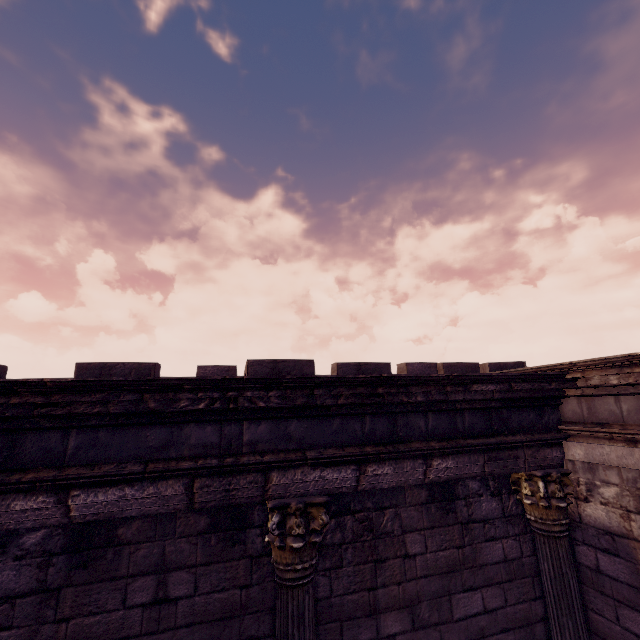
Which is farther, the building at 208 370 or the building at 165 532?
the building at 208 370

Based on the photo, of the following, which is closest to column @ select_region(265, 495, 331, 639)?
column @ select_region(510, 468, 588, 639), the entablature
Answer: the entablature

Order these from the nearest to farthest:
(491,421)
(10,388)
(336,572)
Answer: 1. (10,388)
2. (336,572)
3. (491,421)

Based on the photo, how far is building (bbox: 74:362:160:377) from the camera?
3.7 meters

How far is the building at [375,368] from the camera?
4.56m

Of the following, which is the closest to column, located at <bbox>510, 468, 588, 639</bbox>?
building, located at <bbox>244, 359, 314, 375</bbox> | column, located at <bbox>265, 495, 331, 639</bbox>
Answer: building, located at <bbox>244, 359, 314, 375</bbox>

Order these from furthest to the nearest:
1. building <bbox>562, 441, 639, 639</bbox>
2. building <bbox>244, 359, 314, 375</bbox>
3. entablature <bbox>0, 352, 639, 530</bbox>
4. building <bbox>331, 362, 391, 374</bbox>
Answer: building <bbox>331, 362, 391, 374</bbox>
building <bbox>244, 359, 314, 375</bbox>
building <bbox>562, 441, 639, 639</bbox>
entablature <bbox>0, 352, 639, 530</bbox>
